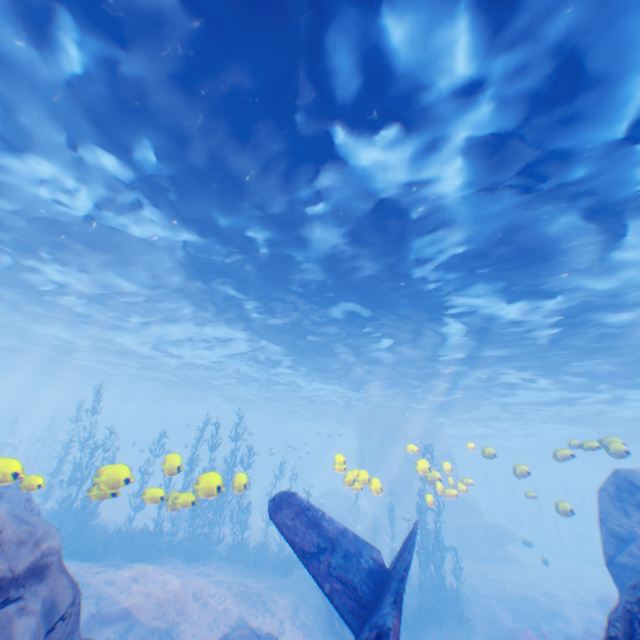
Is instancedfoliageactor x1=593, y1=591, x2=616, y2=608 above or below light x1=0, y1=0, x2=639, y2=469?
below

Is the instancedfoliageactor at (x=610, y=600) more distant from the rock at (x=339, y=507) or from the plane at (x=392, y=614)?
the plane at (x=392, y=614)

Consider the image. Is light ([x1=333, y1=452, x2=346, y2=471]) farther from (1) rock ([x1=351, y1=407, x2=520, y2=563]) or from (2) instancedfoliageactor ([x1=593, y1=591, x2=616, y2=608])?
(2) instancedfoliageactor ([x1=593, y1=591, x2=616, y2=608])

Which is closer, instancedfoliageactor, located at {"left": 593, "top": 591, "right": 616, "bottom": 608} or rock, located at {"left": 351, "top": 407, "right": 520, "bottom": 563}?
instancedfoliageactor, located at {"left": 593, "top": 591, "right": 616, "bottom": 608}

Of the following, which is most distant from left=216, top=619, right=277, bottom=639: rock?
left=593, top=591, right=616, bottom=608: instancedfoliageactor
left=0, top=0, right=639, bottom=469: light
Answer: left=593, top=591, right=616, bottom=608: instancedfoliageactor

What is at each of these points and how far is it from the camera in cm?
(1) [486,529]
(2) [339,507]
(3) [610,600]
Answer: (1) rock, 2934
(2) rock, 3191
(3) instancedfoliageactor, 1878

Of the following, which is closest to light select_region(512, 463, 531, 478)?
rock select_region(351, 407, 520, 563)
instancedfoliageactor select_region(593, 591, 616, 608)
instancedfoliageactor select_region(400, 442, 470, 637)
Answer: Answer: rock select_region(351, 407, 520, 563)

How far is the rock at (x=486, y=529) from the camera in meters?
28.1
